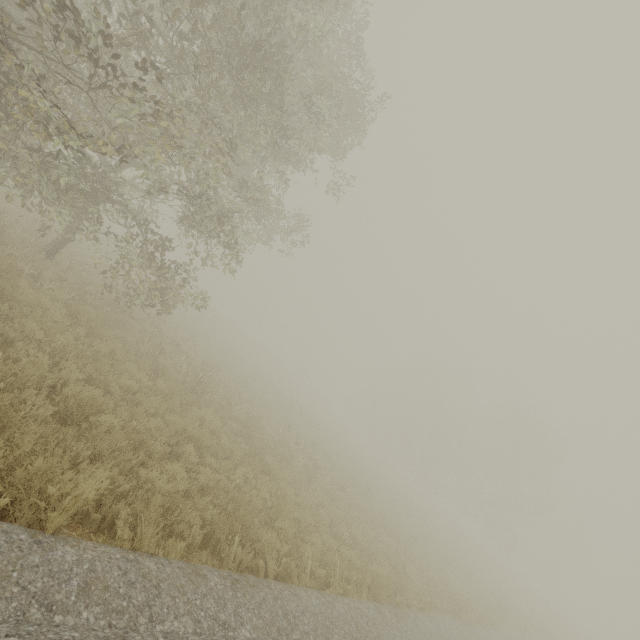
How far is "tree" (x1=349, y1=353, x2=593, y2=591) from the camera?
35.3m

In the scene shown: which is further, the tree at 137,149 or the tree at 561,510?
the tree at 561,510

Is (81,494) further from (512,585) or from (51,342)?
(512,585)

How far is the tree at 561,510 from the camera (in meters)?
35.31

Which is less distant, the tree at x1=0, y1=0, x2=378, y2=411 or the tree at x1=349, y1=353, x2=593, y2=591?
the tree at x1=0, y1=0, x2=378, y2=411
